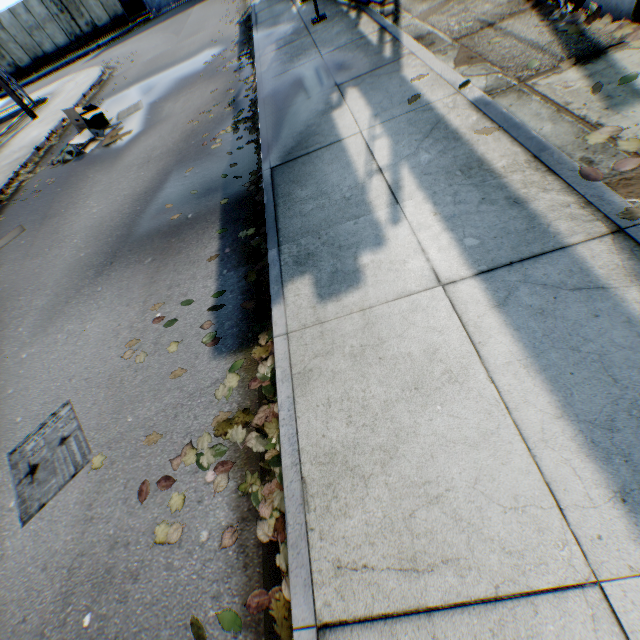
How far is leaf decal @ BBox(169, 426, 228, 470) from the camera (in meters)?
2.53

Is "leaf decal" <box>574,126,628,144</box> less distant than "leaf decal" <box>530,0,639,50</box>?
Yes

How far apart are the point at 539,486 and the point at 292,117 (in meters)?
5.86

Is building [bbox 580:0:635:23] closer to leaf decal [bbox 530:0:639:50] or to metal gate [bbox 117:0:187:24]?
leaf decal [bbox 530:0:639:50]

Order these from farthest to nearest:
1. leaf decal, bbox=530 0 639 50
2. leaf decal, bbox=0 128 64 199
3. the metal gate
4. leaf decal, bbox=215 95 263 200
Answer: the metal gate < leaf decal, bbox=0 128 64 199 < leaf decal, bbox=215 95 263 200 < leaf decal, bbox=530 0 639 50

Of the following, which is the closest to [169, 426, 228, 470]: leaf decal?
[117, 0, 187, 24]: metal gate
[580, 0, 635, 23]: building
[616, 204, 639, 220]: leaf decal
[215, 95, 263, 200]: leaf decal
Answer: [215, 95, 263, 200]: leaf decal

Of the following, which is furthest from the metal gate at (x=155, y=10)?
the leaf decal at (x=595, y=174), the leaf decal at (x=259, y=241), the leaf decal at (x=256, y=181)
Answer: the leaf decal at (x=595, y=174)

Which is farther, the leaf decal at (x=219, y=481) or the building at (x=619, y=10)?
the building at (x=619, y=10)
